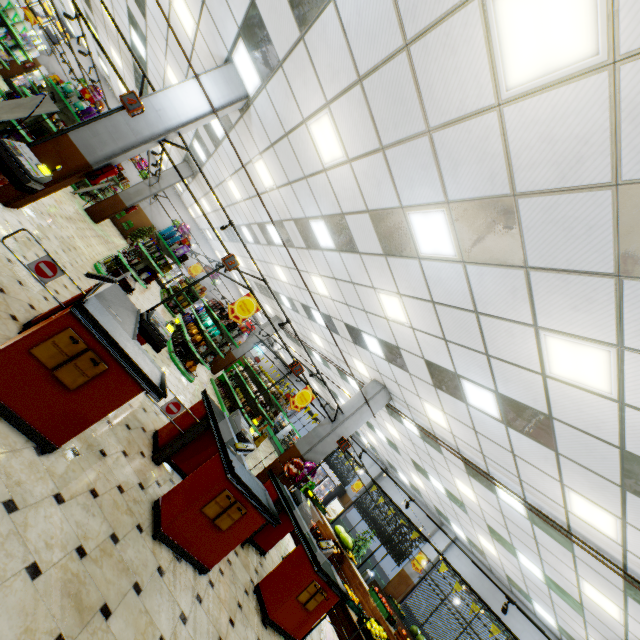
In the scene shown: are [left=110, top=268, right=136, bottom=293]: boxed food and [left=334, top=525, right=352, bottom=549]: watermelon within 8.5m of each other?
no

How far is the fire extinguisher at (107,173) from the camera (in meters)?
6.15

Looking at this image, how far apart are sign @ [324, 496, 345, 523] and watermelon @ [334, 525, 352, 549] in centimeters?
824cm

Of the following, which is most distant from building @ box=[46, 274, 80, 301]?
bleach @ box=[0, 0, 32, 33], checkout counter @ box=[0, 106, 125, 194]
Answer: bleach @ box=[0, 0, 32, 33]

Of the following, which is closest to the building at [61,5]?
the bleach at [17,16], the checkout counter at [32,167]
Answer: the checkout counter at [32,167]

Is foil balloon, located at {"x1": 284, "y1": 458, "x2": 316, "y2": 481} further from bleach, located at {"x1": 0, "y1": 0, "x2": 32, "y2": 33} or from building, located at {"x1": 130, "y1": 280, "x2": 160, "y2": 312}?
bleach, located at {"x1": 0, "y1": 0, "x2": 32, "y2": 33}

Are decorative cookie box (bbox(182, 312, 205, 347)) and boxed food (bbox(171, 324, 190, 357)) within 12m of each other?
yes

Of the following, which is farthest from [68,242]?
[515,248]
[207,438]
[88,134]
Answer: [515,248]
